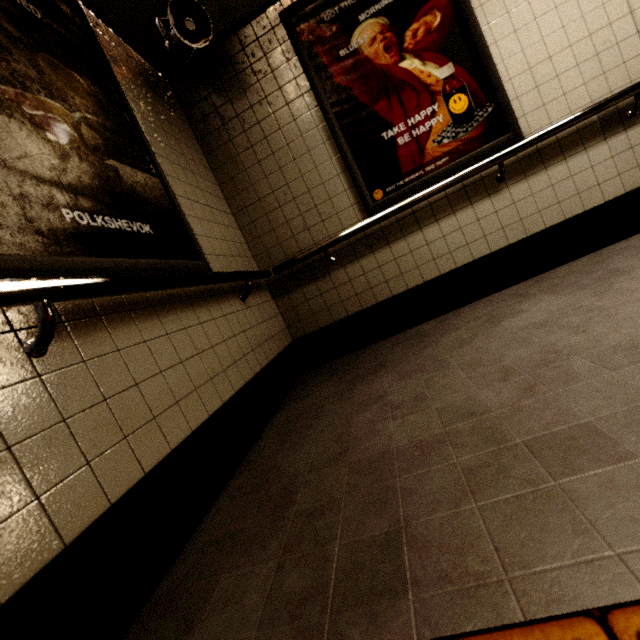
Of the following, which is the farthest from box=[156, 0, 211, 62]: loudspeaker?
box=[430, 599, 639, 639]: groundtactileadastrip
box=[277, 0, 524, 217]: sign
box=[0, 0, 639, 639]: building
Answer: box=[430, 599, 639, 639]: groundtactileadastrip

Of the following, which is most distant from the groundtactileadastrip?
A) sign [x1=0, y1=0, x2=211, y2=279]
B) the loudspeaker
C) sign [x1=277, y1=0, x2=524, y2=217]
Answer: the loudspeaker

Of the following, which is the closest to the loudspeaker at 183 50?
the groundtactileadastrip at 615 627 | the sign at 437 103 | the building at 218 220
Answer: the building at 218 220

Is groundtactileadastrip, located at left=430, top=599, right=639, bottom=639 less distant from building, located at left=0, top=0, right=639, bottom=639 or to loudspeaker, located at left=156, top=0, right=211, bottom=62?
building, located at left=0, top=0, right=639, bottom=639

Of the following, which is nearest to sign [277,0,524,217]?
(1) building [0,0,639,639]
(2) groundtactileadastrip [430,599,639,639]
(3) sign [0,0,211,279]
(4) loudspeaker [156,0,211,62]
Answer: (1) building [0,0,639,639]

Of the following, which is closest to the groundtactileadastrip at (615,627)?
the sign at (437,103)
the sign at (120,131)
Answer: the sign at (120,131)

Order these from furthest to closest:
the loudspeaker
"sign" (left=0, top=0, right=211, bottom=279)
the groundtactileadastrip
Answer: the loudspeaker < "sign" (left=0, top=0, right=211, bottom=279) < the groundtactileadastrip

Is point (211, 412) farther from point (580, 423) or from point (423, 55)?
point (423, 55)
